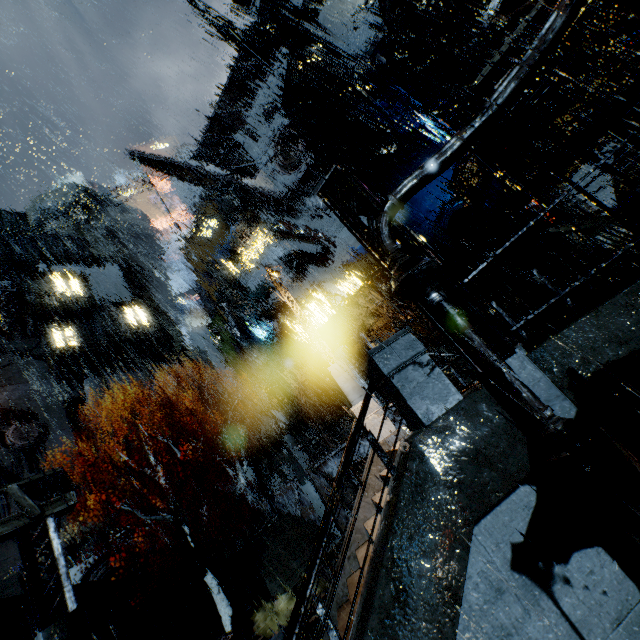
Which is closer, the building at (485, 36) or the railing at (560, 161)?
the railing at (560, 161)

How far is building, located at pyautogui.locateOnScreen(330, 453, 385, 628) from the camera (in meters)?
7.88

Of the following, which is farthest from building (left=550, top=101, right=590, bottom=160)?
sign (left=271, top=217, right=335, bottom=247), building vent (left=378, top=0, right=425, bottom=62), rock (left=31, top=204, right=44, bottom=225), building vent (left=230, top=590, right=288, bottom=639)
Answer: building vent (left=230, top=590, right=288, bottom=639)

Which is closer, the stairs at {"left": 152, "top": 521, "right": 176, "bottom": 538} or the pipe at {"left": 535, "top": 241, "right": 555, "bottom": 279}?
the pipe at {"left": 535, "top": 241, "right": 555, "bottom": 279}

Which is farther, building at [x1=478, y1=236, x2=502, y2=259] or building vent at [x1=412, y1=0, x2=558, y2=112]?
building at [x1=478, y1=236, x2=502, y2=259]

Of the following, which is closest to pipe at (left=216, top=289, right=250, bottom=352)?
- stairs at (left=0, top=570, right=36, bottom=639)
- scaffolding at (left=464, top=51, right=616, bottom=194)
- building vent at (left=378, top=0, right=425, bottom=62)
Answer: stairs at (left=0, top=570, right=36, bottom=639)

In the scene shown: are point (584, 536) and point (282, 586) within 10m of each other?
no

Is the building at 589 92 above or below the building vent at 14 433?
below
